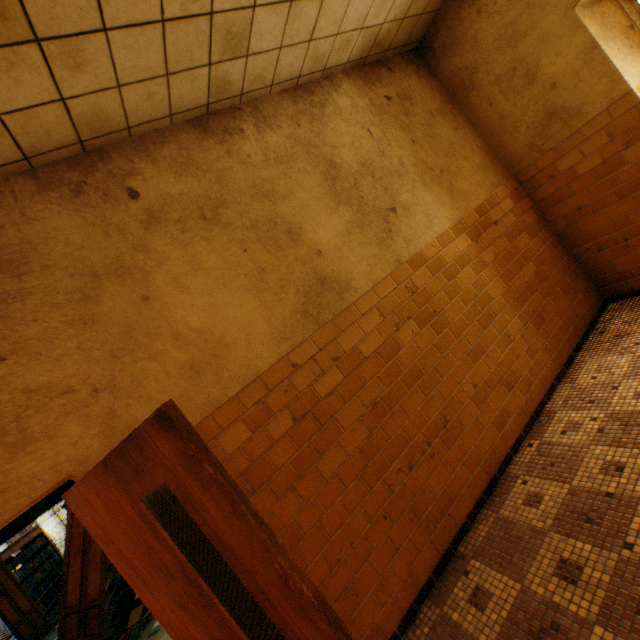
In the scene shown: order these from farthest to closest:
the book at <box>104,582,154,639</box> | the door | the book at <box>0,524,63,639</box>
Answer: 1. the book at <box>0,524,63,639</box>
2. the book at <box>104,582,154,639</box>
3. the door

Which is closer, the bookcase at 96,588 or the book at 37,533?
the bookcase at 96,588

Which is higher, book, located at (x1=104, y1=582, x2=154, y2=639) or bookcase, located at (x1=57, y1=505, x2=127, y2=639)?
bookcase, located at (x1=57, y1=505, x2=127, y2=639)

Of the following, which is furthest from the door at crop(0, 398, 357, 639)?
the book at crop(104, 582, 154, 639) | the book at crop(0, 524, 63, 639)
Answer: the book at crop(0, 524, 63, 639)

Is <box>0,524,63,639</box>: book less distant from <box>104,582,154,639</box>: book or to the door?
<box>104,582,154,639</box>: book

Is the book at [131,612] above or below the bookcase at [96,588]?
below

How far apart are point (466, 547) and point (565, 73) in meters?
4.4

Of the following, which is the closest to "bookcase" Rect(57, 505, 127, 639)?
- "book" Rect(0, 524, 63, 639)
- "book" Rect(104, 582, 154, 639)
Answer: "book" Rect(104, 582, 154, 639)
